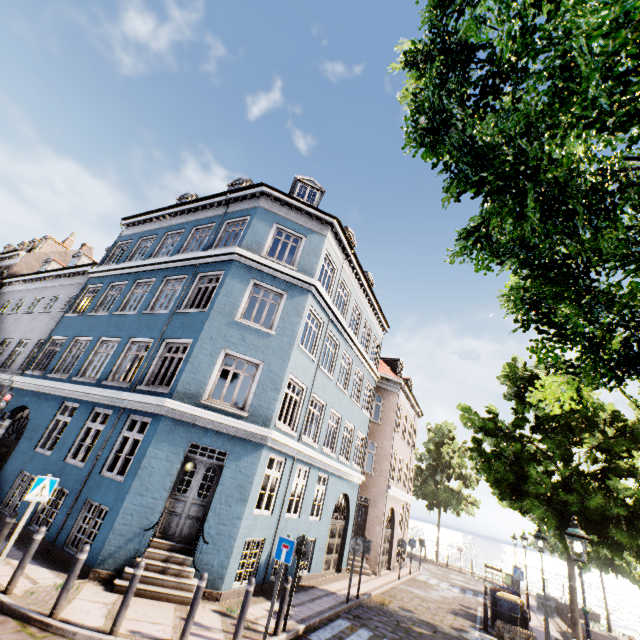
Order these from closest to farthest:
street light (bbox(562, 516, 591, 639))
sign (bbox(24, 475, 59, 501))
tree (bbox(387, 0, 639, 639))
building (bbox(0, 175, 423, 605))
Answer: tree (bbox(387, 0, 639, 639)), street light (bbox(562, 516, 591, 639)), sign (bbox(24, 475, 59, 501)), building (bbox(0, 175, 423, 605))

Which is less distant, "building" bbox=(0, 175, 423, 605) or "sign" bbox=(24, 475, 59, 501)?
"sign" bbox=(24, 475, 59, 501)

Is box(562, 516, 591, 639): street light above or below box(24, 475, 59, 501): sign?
above

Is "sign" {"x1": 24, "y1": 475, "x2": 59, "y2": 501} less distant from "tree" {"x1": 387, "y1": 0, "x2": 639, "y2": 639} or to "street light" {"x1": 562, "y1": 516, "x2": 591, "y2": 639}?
"tree" {"x1": 387, "y1": 0, "x2": 639, "y2": 639}

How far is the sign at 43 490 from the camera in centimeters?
715cm

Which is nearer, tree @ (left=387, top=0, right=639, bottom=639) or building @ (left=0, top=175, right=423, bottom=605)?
tree @ (left=387, top=0, right=639, bottom=639)

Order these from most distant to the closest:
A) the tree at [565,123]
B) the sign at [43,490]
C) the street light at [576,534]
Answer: the sign at [43,490] → the street light at [576,534] → the tree at [565,123]

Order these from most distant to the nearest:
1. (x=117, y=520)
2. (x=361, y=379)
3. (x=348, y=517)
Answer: (x=361, y=379) → (x=348, y=517) → (x=117, y=520)
